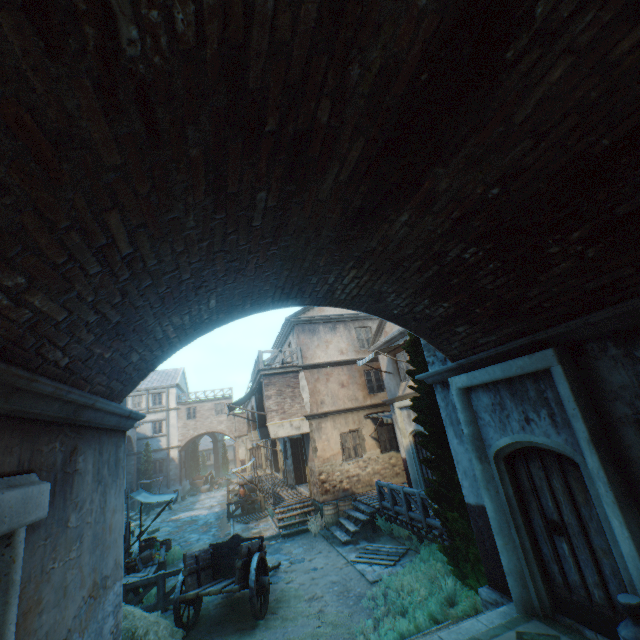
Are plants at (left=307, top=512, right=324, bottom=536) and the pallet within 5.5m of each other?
yes

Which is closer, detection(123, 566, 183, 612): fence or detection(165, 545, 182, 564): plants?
detection(123, 566, 183, 612): fence

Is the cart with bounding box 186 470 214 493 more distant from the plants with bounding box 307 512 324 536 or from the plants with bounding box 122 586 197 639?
the plants with bounding box 122 586 197 639

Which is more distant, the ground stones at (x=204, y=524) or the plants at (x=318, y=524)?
the ground stones at (x=204, y=524)

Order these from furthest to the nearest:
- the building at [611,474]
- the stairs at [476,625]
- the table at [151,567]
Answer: the table at [151,567]
the stairs at [476,625]
the building at [611,474]

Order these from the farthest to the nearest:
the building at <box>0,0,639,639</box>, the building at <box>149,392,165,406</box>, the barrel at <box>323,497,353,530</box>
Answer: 1. the building at <box>149,392,165,406</box>
2. the barrel at <box>323,497,353,530</box>
3. the building at <box>0,0,639,639</box>

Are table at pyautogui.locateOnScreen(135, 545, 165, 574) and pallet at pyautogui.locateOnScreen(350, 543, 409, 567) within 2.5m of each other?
no

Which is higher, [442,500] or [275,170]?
[275,170]
